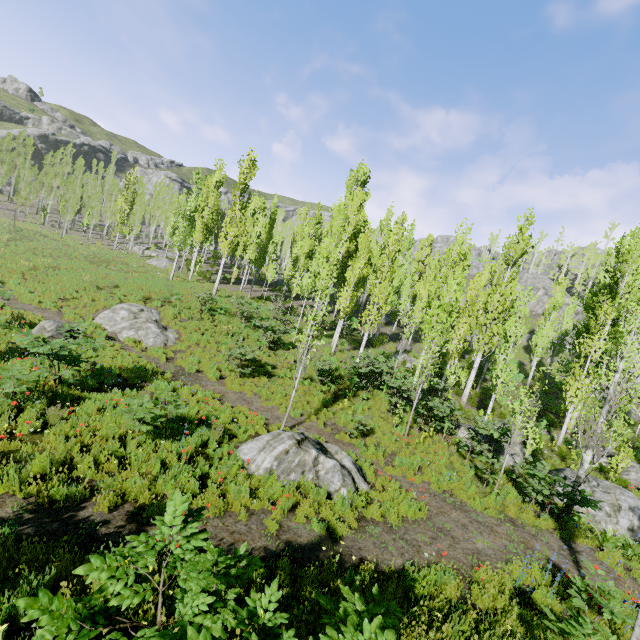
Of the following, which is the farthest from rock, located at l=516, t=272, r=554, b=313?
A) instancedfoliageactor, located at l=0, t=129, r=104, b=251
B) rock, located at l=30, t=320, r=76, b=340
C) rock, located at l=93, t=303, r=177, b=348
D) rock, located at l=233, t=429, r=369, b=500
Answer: rock, located at l=30, t=320, r=76, b=340

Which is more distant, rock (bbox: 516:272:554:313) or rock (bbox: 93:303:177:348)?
rock (bbox: 516:272:554:313)

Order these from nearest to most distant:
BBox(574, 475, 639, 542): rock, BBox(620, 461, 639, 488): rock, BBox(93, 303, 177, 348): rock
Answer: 1. BBox(574, 475, 639, 542): rock
2. BBox(620, 461, 639, 488): rock
3. BBox(93, 303, 177, 348): rock

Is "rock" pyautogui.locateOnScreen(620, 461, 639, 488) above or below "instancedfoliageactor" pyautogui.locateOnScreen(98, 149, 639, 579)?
below

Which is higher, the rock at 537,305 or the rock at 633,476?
the rock at 537,305

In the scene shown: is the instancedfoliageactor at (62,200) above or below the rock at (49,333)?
above

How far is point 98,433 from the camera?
7.29m

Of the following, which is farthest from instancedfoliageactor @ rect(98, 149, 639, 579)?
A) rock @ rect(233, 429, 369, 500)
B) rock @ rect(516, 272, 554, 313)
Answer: rock @ rect(233, 429, 369, 500)
